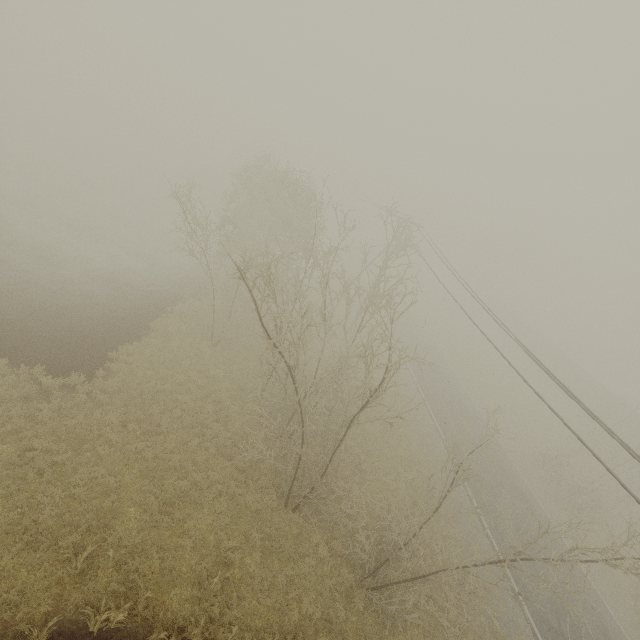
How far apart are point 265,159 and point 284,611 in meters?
26.3
